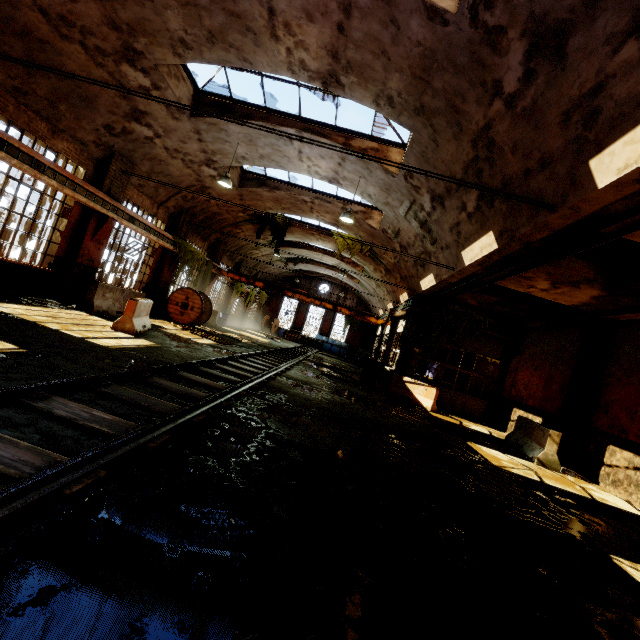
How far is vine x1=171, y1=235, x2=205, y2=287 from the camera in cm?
1605

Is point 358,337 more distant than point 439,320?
Yes

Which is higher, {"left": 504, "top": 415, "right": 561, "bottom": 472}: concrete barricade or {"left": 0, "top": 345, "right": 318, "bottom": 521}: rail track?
{"left": 504, "top": 415, "right": 561, "bottom": 472}: concrete barricade

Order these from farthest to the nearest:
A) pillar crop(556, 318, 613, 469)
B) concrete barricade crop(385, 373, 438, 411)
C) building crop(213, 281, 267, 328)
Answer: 1. building crop(213, 281, 267, 328)
2. concrete barricade crop(385, 373, 438, 411)
3. pillar crop(556, 318, 613, 469)

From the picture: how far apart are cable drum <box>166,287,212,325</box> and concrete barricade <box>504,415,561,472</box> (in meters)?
14.15

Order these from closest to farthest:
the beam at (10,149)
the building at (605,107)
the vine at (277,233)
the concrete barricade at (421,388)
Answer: the building at (605,107) < the beam at (10,149) < the concrete barricade at (421,388) < the vine at (277,233)

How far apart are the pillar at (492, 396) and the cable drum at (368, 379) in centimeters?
496cm

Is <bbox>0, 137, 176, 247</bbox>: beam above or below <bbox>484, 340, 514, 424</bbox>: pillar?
above
